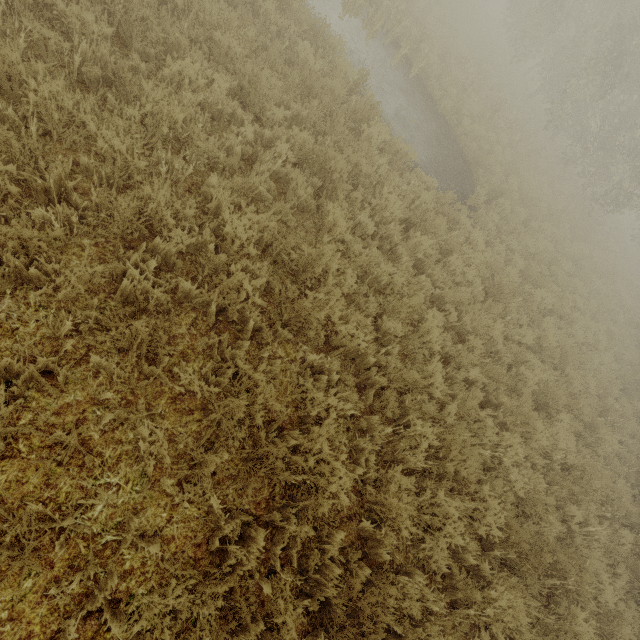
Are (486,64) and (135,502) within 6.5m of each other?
no
